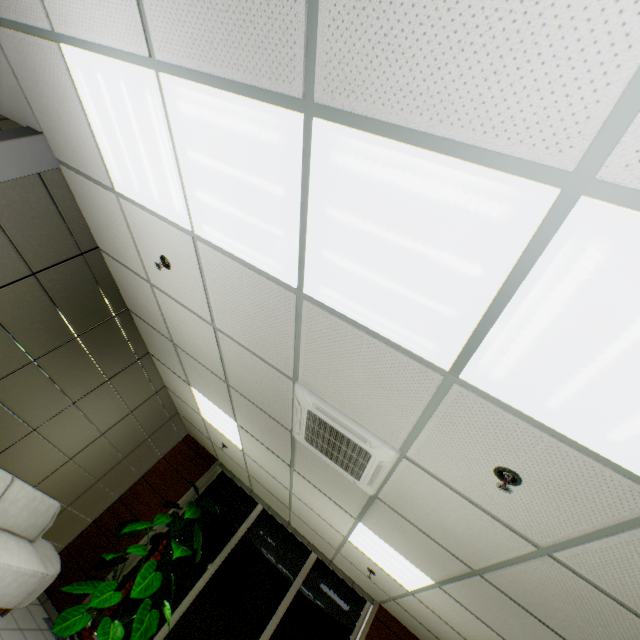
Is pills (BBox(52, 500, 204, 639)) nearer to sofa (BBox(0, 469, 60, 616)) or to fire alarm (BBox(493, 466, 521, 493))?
sofa (BBox(0, 469, 60, 616))

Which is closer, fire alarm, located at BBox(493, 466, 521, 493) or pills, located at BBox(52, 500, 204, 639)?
fire alarm, located at BBox(493, 466, 521, 493)

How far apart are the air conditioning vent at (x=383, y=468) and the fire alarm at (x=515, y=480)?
0.7m

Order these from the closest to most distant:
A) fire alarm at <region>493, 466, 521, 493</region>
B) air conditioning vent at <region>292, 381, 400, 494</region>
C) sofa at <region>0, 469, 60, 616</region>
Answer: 1. fire alarm at <region>493, 466, 521, 493</region>
2. air conditioning vent at <region>292, 381, 400, 494</region>
3. sofa at <region>0, 469, 60, 616</region>

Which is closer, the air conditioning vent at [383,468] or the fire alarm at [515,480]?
the fire alarm at [515,480]

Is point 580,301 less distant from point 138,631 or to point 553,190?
point 553,190

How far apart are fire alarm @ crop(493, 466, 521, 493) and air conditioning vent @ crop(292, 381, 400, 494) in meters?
0.7

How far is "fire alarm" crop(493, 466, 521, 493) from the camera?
1.8m
